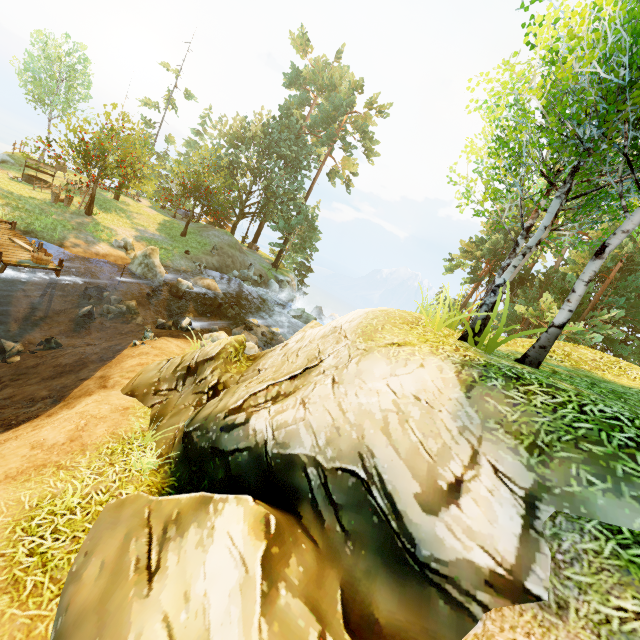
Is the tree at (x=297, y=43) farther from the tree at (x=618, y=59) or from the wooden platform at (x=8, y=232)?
the wooden platform at (x=8, y=232)

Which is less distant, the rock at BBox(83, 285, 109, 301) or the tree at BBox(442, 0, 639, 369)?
the tree at BBox(442, 0, 639, 369)

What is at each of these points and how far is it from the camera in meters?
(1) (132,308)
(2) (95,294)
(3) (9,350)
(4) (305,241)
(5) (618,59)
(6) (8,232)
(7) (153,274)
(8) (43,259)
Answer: (1) rock, 16.3
(2) rock, 15.6
(3) rock, 11.2
(4) tree, 34.4
(5) tree, 4.4
(6) wooden platform, 14.5
(7) rock, 19.1
(8) tub, 13.0

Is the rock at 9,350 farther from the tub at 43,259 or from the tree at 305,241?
the tree at 305,241

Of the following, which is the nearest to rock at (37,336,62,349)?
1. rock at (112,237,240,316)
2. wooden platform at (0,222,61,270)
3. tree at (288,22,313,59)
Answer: wooden platform at (0,222,61,270)

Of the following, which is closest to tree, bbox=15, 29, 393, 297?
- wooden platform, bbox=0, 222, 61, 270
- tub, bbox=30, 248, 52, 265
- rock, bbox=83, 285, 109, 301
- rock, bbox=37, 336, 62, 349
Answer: wooden platform, bbox=0, 222, 61, 270

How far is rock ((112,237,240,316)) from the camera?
18.94m

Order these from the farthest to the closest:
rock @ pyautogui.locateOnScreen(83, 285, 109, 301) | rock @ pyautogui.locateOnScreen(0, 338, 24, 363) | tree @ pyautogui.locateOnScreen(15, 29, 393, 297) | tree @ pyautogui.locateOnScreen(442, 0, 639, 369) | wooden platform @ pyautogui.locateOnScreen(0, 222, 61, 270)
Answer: tree @ pyautogui.locateOnScreen(15, 29, 393, 297), rock @ pyautogui.locateOnScreen(83, 285, 109, 301), wooden platform @ pyautogui.locateOnScreen(0, 222, 61, 270), rock @ pyautogui.locateOnScreen(0, 338, 24, 363), tree @ pyautogui.locateOnScreen(442, 0, 639, 369)
